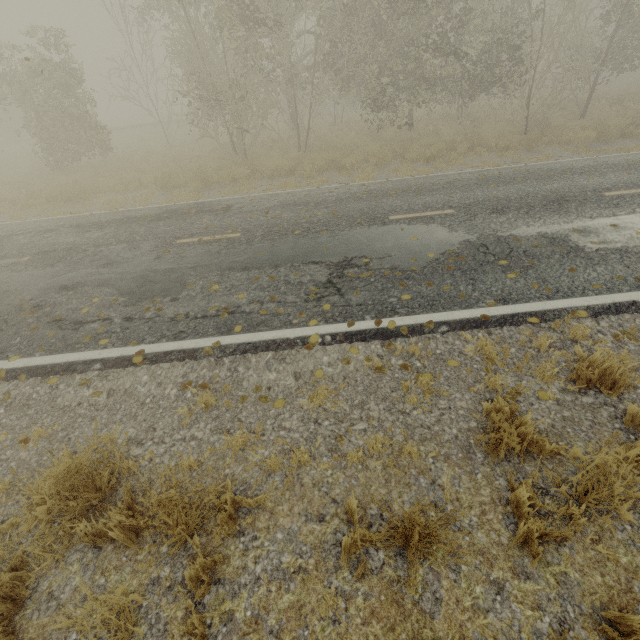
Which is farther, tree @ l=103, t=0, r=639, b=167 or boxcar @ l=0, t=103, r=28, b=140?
boxcar @ l=0, t=103, r=28, b=140

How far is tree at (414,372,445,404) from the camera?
3.71m

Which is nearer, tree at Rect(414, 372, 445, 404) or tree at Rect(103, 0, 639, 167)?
tree at Rect(414, 372, 445, 404)

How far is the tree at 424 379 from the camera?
3.7 meters

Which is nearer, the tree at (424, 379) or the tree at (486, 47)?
the tree at (424, 379)

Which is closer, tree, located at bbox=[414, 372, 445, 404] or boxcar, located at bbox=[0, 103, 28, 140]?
tree, located at bbox=[414, 372, 445, 404]

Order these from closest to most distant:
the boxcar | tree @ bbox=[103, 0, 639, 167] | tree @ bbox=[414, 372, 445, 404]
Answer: tree @ bbox=[414, 372, 445, 404]
tree @ bbox=[103, 0, 639, 167]
the boxcar

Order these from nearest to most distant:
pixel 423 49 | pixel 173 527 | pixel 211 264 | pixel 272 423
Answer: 1. pixel 173 527
2. pixel 272 423
3. pixel 211 264
4. pixel 423 49
